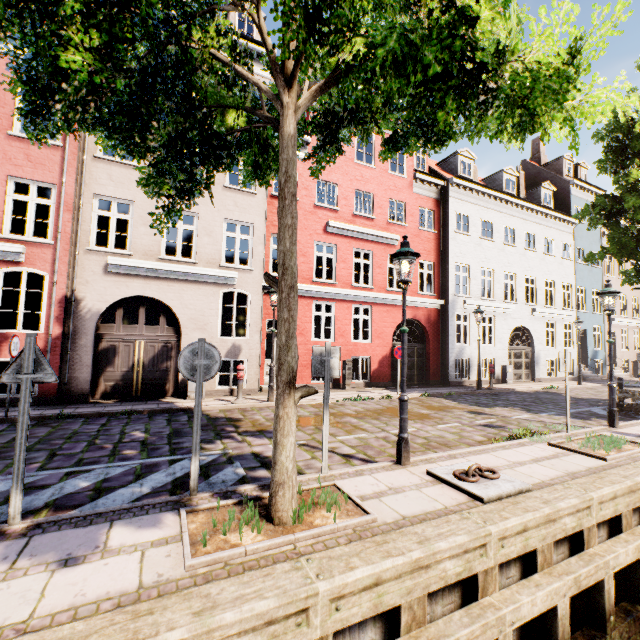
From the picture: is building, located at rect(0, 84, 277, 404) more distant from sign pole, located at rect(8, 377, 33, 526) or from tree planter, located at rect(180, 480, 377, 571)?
sign pole, located at rect(8, 377, 33, 526)

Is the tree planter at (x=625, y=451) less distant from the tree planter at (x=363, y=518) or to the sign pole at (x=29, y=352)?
the tree planter at (x=363, y=518)

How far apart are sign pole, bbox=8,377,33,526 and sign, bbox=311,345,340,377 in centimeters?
333cm

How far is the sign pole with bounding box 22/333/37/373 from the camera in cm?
340

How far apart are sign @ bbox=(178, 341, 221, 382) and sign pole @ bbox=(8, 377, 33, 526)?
1.5m

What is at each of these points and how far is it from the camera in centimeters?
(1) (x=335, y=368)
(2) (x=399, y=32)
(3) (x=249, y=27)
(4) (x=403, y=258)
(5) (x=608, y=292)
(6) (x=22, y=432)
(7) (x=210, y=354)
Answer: (1) sign, 505cm
(2) tree, 272cm
(3) building, 1330cm
(4) street light, 546cm
(5) street light, 848cm
(6) sign pole, 336cm
(7) sign, 425cm

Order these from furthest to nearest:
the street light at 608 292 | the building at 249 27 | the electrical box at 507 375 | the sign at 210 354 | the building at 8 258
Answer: the electrical box at 507 375
the building at 249 27
the building at 8 258
the street light at 608 292
the sign at 210 354

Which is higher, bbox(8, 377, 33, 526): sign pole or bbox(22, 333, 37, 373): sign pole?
bbox(22, 333, 37, 373): sign pole
